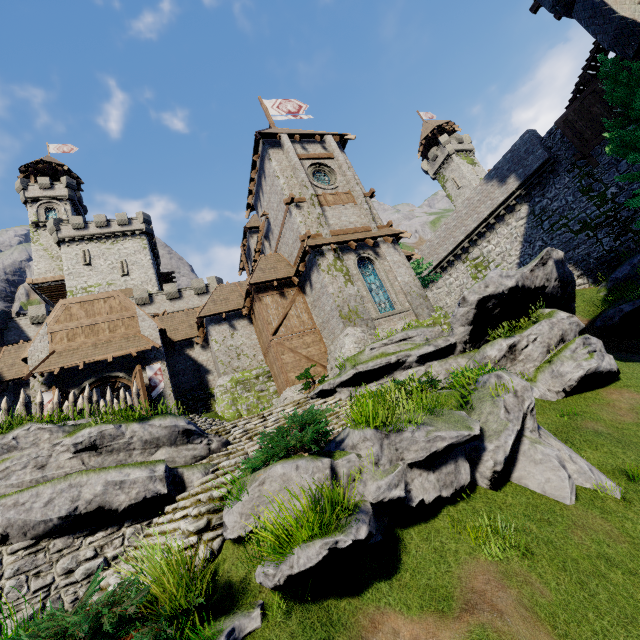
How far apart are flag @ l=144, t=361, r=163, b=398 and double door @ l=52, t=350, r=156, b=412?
0.3 meters

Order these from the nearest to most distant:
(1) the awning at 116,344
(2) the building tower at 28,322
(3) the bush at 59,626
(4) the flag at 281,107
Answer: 1. (3) the bush at 59,626
2. (1) the awning at 116,344
3. (4) the flag at 281,107
4. (2) the building tower at 28,322

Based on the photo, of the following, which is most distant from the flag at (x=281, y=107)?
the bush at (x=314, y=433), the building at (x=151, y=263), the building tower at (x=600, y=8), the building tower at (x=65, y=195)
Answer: the building tower at (x=65, y=195)

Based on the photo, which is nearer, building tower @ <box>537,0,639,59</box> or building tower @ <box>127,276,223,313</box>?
building tower @ <box>537,0,639,59</box>

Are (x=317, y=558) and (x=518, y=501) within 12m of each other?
yes

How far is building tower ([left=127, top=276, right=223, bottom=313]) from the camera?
34.7m

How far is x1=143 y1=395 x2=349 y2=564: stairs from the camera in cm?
606

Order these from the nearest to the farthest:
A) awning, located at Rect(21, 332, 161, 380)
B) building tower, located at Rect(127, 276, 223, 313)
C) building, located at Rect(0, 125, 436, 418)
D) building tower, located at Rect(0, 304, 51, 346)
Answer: → awning, located at Rect(21, 332, 161, 380), building, located at Rect(0, 125, 436, 418), building tower, located at Rect(0, 304, 51, 346), building tower, located at Rect(127, 276, 223, 313)
